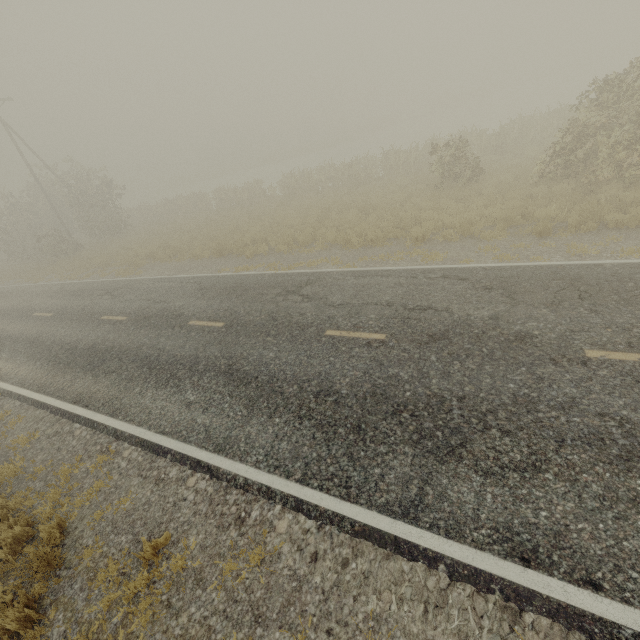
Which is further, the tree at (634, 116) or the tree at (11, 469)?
the tree at (634, 116)

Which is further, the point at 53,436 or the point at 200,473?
the point at 53,436

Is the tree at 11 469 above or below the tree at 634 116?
below

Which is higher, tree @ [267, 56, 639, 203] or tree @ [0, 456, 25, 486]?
tree @ [267, 56, 639, 203]

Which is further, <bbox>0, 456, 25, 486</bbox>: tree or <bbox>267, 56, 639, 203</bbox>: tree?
<bbox>267, 56, 639, 203</bbox>: tree
